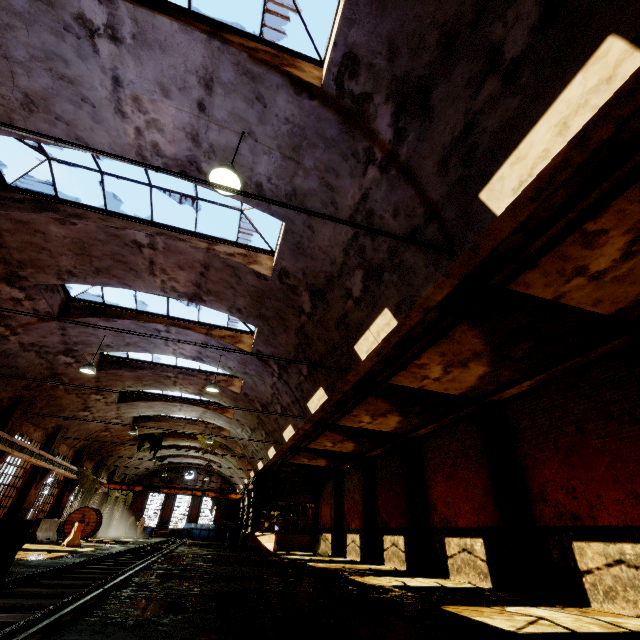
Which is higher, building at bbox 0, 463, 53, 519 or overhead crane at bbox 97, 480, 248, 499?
overhead crane at bbox 97, 480, 248, 499

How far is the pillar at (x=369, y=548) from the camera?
16.2 meters

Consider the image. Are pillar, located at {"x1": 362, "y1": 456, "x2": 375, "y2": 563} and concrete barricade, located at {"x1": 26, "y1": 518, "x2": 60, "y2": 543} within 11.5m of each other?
no

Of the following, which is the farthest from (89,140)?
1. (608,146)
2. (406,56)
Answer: (608,146)

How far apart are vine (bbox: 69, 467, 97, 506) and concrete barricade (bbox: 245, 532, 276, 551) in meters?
11.8

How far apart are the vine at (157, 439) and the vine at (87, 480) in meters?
4.1

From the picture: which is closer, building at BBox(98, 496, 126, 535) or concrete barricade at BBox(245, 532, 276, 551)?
concrete barricade at BBox(245, 532, 276, 551)

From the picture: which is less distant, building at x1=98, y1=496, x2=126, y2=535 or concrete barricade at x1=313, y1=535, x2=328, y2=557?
concrete barricade at x1=313, y1=535, x2=328, y2=557
